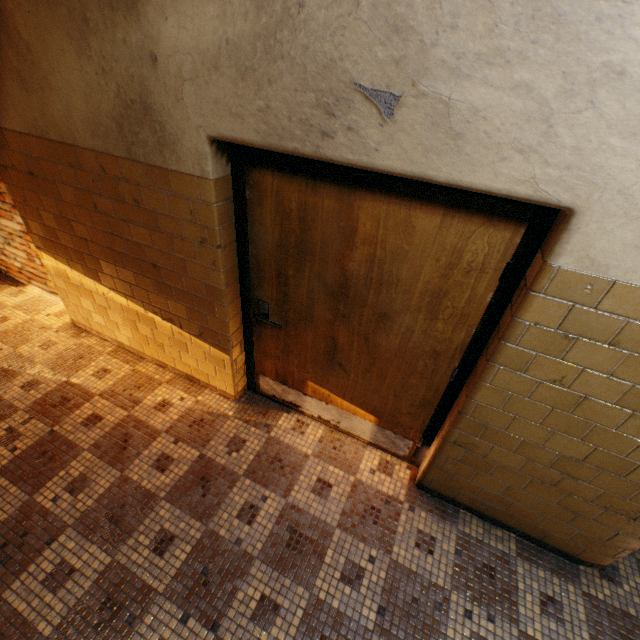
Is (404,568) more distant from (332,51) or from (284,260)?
(332,51)

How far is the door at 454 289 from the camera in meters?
1.6 m

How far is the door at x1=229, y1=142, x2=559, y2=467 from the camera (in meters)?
1.57
